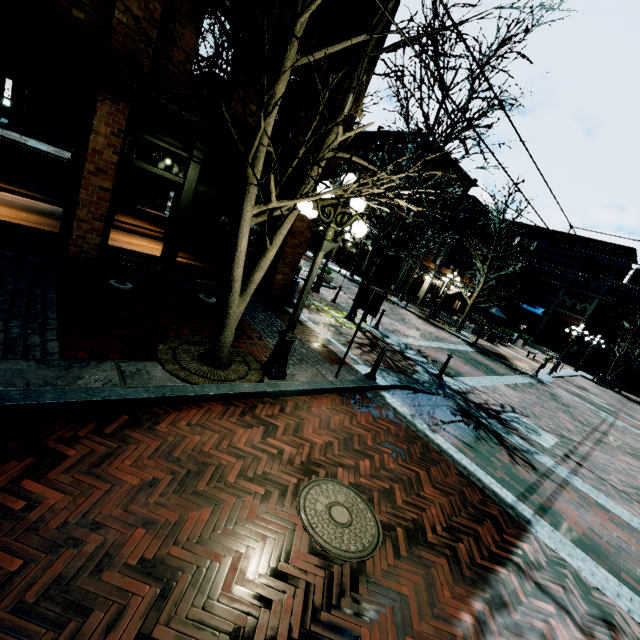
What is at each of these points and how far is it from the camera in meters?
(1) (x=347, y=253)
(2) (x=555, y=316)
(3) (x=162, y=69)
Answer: (1) building, 34.8 m
(2) building, 34.6 m
(3) building, 6.5 m

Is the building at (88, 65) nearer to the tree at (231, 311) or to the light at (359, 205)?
the tree at (231, 311)

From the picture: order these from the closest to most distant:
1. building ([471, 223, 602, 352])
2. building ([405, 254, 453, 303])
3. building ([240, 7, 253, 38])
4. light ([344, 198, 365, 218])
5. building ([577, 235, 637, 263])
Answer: light ([344, 198, 365, 218])
building ([240, 7, 253, 38])
building ([405, 254, 453, 303])
building ([577, 235, 637, 263])
building ([471, 223, 602, 352])

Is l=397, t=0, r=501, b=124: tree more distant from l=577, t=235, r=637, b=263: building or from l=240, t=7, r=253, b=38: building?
l=577, t=235, r=637, b=263: building

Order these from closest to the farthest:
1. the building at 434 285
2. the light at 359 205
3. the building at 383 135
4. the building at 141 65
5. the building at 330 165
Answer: the light at 359 205 < the building at 141 65 < the building at 330 165 < the building at 434 285 < the building at 383 135

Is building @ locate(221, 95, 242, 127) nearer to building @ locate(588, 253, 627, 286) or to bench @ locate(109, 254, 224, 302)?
bench @ locate(109, 254, 224, 302)
